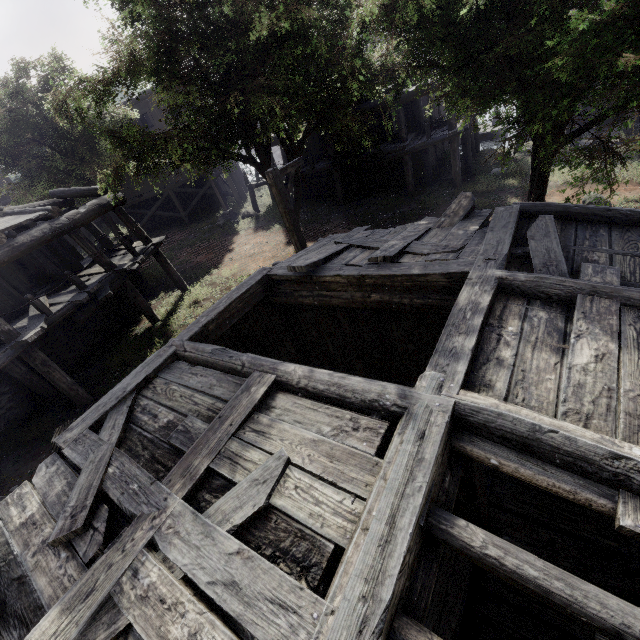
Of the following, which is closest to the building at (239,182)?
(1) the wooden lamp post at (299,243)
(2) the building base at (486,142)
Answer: (2) the building base at (486,142)

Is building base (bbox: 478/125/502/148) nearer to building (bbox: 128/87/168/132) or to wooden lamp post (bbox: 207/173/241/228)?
building (bbox: 128/87/168/132)

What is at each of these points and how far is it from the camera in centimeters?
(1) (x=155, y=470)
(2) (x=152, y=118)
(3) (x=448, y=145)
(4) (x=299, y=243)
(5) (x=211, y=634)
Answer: (1) wooden plank rubble, 373cm
(2) building, 2300cm
(3) building, 2372cm
(4) wooden lamp post, 961cm
(5) wooden plank rubble, 227cm

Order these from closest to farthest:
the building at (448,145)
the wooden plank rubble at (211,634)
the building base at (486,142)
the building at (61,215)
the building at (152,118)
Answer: the wooden plank rubble at (211,634)
the building at (61,215)
the building at (448,145)
the building at (152,118)
the building base at (486,142)

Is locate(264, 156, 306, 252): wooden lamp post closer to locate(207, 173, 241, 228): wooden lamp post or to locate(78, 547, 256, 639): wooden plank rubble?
locate(78, 547, 256, 639): wooden plank rubble

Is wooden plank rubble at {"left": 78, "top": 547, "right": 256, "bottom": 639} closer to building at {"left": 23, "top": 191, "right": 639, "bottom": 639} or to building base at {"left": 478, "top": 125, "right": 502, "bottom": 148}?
building at {"left": 23, "top": 191, "right": 639, "bottom": 639}

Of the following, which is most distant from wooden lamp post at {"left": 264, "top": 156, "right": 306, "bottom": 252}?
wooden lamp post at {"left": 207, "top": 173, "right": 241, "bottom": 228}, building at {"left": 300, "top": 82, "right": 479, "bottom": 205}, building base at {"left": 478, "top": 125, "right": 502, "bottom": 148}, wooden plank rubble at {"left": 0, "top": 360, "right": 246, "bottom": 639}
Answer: building base at {"left": 478, "top": 125, "right": 502, "bottom": 148}

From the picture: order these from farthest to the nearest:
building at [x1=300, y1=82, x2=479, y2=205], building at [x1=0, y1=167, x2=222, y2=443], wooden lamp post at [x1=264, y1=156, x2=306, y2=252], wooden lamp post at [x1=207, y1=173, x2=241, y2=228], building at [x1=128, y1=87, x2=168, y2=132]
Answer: building at [x1=128, y1=87, x2=168, y2=132]
wooden lamp post at [x1=207, y1=173, x2=241, y2=228]
building at [x1=300, y1=82, x2=479, y2=205]
building at [x1=0, y1=167, x2=222, y2=443]
wooden lamp post at [x1=264, y1=156, x2=306, y2=252]
